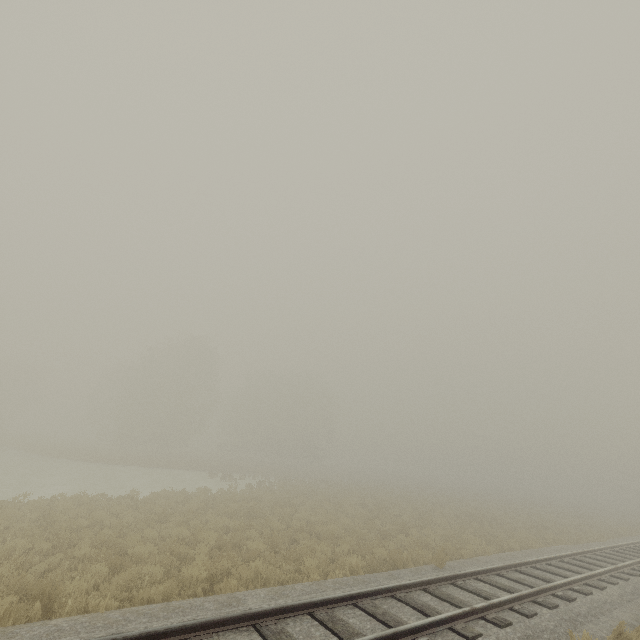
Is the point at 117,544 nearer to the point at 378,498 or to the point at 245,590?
the point at 245,590
